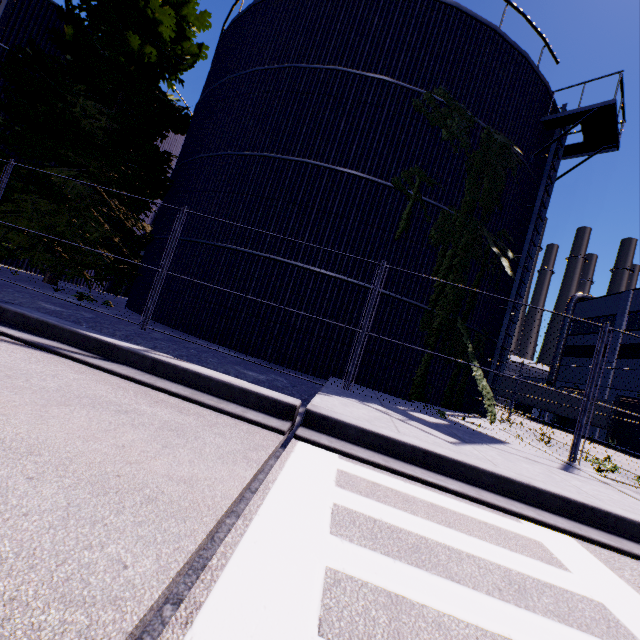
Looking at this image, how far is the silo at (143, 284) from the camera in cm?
1139

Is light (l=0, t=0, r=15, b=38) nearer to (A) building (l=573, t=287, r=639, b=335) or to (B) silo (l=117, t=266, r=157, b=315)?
(B) silo (l=117, t=266, r=157, b=315)

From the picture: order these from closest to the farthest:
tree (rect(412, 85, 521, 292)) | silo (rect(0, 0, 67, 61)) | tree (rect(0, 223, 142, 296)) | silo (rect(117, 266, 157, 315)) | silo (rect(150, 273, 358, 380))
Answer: silo (rect(150, 273, 358, 380)), tree (rect(412, 85, 521, 292)), tree (rect(0, 223, 142, 296)), silo (rect(117, 266, 157, 315)), silo (rect(0, 0, 67, 61))

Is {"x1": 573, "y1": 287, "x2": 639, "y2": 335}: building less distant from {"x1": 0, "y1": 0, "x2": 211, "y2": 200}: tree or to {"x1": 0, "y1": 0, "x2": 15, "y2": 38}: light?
{"x1": 0, "y1": 0, "x2": 211, "y2": 200}: tree

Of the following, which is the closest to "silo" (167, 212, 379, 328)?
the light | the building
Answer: the building

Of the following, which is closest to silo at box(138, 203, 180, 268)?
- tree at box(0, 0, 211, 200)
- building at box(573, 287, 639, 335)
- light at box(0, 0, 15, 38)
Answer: tree at box(0, 0, 211, 200)

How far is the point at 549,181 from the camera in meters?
13.8 m

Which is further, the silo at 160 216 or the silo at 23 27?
the silo at 23 27
